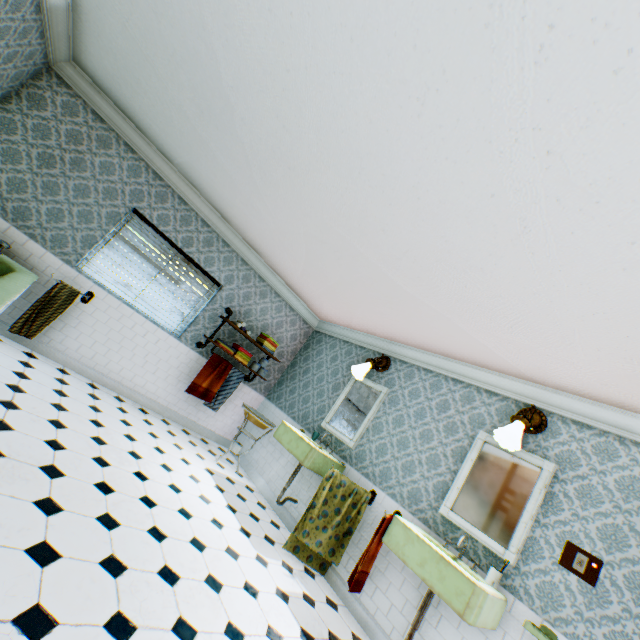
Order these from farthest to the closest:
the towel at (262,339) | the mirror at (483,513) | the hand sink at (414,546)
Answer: the towel at (262,339)
the mirror at (483,513)
the hand sink at (414,546)

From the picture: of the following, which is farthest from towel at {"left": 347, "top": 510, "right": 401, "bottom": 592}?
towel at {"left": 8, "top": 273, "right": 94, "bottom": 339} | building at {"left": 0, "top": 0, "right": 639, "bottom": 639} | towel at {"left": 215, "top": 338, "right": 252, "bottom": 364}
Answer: towel at {"left": 8, "top": 273, "right": 94, "bottom": 339}

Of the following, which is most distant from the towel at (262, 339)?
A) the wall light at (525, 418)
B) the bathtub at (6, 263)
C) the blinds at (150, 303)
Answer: the wall light at (525, 418)

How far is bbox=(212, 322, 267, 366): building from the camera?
5.82m

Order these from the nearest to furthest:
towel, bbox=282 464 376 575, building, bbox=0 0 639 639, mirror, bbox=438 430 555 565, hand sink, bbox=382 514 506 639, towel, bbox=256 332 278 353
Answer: building, bbox=0 0 639 639, hand sink, bbox=382 514 506 639, mirror, bbox=438 430 555 565, towel, bbox=282 464 376 575, towel, bbox=256 332 278 353

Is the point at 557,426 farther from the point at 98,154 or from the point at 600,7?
the point at 98,154

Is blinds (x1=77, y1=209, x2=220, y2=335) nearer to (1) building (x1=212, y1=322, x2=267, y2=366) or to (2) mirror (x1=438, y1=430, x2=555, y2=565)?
(1) building (x1=212, y1=322, x2=267, y2=366)

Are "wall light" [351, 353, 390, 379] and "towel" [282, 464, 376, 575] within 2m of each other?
yes
